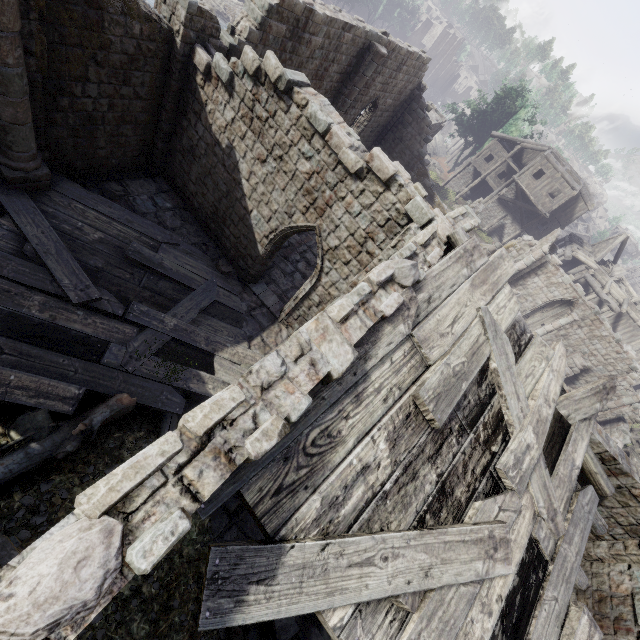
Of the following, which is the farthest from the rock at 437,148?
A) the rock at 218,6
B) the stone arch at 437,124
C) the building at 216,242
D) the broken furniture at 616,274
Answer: the broken furniture at 616,274

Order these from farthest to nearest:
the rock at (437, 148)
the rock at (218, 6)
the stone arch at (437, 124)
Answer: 1. the rock at (437, 148)
2. the rock at (218, 6)
3. the stone arch at (437, 124)

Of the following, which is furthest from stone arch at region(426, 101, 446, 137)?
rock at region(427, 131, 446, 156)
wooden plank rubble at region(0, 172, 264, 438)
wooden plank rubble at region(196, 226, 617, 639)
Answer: wooden plank rubble at region(196, 226, 617, 639)

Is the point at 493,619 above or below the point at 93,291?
above

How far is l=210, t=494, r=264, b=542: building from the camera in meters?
8.3 m

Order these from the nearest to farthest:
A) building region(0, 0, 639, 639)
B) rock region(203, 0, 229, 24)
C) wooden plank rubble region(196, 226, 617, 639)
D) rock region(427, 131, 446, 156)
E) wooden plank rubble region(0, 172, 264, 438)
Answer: building region(0, 0, 639, 639) → wooden plank rubble region(196, 226, 617, 639) → wooden plank rubble region(0, 172, 264, 438) → rock region(203, 0, 229, 24) → rock region(427, 131, 446, 156)

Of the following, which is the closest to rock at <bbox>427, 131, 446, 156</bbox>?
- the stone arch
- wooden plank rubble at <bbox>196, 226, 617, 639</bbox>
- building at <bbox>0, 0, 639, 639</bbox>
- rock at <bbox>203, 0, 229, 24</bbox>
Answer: building at <bbox>0, 0, 639, 639</bbox>

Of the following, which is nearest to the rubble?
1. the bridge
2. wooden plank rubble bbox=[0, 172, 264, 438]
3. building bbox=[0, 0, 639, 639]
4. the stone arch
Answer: building bbox=[0, 0, 639, 639]
